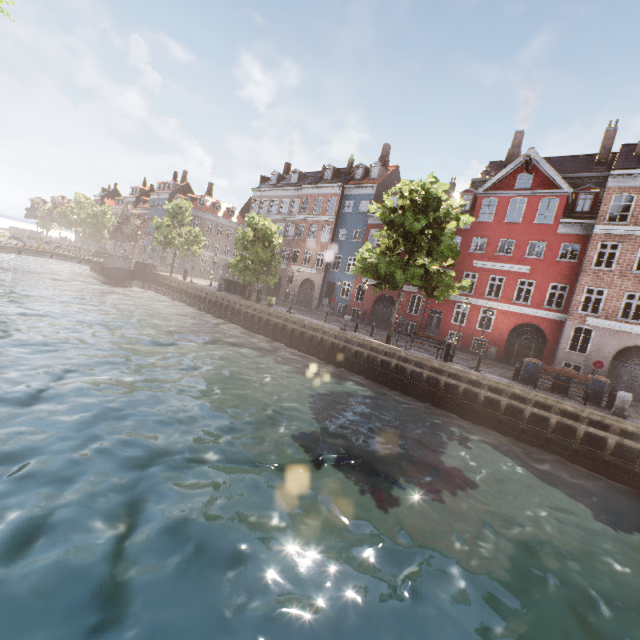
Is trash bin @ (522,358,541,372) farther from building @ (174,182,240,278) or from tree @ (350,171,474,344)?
building @ (174,182,240,278)

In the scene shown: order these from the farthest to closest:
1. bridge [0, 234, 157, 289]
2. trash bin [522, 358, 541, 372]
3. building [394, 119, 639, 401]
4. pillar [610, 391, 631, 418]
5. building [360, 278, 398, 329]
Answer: bridge [0, 234, 157, 289] → building [360, 278, 398, 329] → building [394, 119, 639, 401] → trash bin [522, 358, 541, 372] → pillar [610, 391, 631, 418]

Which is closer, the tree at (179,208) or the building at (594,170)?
the building at (594,170)

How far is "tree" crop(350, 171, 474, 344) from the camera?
17.2 meters

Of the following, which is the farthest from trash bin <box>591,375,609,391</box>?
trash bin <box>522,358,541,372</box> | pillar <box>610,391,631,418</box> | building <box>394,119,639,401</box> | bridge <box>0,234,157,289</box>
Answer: bridge <box>0,234,157,289</box>

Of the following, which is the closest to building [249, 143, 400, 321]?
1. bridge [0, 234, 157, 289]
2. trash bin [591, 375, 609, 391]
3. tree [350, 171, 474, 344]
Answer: tree [350, 171, 474, 344]

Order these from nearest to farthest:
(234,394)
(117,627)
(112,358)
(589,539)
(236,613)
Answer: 1. (117,627)
2. (236,613)
3. (589,539)
4. (234,394)
5. (112,358)

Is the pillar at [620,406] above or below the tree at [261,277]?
below
